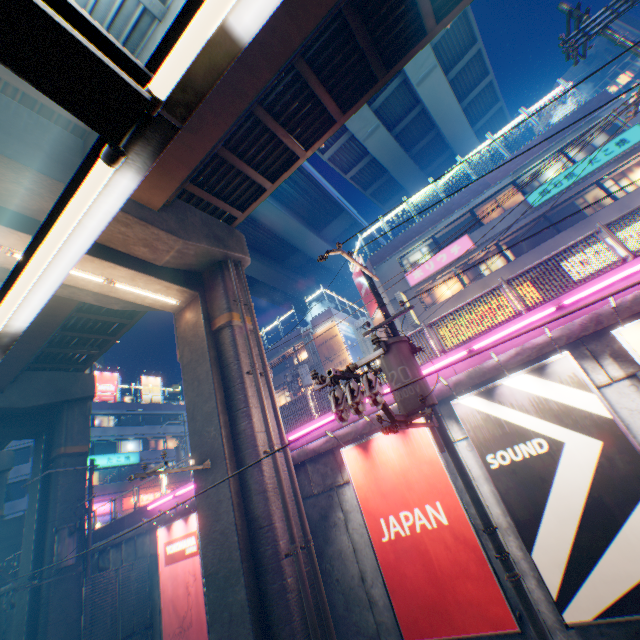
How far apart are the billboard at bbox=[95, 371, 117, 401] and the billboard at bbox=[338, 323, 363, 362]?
31.1 meters

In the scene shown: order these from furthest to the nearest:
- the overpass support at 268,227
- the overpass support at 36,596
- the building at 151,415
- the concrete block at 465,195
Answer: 1. the building at 151,415
2. the concrete block at 465,195
3. the overpass support at 36,596
4. the overpass support at 268,227

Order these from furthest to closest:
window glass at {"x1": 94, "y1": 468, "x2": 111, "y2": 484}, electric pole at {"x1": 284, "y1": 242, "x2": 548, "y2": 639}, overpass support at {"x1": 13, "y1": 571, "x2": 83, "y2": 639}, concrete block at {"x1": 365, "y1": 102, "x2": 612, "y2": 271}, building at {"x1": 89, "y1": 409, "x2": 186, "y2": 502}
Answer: building at {"x1": 89, "y1": 409, "x2": 186, "y2": 502}
window glass at {"x1": 94, "y1": 468, "x2": 111, "y2": 484}
concrete block at {"x1": 365, "y1": 102, "x2": 612, "y2": 271}
overpass support at {"x1": 13, "y1": 571, "x2": 83, "y2": 639}
electric pole at {"x1": 284, "y1": 242, "x2": 548, "y2": 639}

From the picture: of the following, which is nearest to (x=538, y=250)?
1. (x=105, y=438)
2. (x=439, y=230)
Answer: (x=439, y=230)

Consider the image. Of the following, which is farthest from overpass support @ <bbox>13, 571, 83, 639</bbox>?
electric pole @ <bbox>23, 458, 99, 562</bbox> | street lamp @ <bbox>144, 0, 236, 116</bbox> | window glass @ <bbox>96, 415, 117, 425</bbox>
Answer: street lamp @ <bbox>144, 0, 236, 116</bbox>

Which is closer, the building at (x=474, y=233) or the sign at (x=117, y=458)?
the building at (x=474, y=233)

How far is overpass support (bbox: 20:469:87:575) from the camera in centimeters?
1502cm

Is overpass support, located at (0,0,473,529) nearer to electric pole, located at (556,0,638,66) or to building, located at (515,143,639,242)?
electric pole, located at (556,0,638,66)
